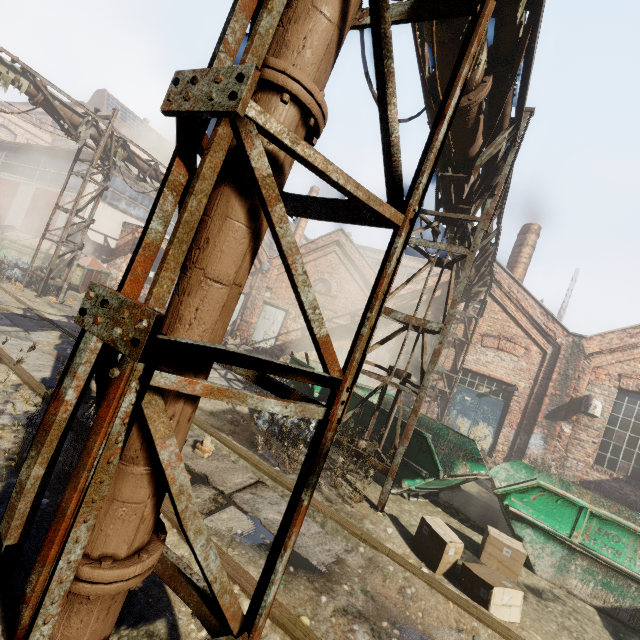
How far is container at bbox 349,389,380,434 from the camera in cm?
715

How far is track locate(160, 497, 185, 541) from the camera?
3.20m

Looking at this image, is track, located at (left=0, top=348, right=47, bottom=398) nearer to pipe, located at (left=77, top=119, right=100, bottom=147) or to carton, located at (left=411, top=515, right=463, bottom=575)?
carton, located at (left=411, top=515, right=463, bottom=575)

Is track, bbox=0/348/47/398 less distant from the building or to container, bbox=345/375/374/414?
container, bbox=345/375/374/414

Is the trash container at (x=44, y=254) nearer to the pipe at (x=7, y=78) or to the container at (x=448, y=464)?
the pipe at (x=7, y=78)

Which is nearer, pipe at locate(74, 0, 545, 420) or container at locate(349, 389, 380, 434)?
pipe at locate(74, 0, 545, 420)

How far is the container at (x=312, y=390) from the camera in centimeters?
864cm

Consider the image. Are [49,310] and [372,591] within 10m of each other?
no
